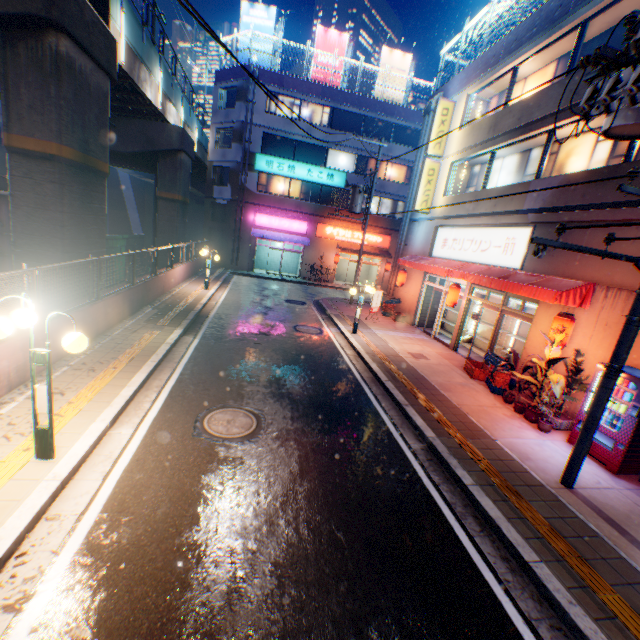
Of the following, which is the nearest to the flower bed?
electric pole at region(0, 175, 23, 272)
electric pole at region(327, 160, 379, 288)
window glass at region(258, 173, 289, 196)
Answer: electric pole at region(327, 160, 379, 288)

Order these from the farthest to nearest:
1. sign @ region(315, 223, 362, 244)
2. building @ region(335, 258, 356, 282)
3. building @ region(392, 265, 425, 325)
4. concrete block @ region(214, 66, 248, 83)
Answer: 1. building @ region(335, 258, 356, 282)
2. sign @ region(315, 223, 362, 244)
3. concrete block @ region(214, 66, 248, 83)
4. building @ region(392, 265, 425, 325)

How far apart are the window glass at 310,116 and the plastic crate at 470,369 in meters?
24.0

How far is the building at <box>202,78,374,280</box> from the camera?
26.0 meters

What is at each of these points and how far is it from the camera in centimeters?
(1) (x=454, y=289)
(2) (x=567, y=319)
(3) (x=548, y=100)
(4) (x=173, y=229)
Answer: (1) street lamp, 1307cm
(2) street lamp, 825cm
(3) building, 1041cm
(4) overpass support, 2267cm

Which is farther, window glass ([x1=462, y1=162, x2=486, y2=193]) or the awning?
window glass ([x1=462, y1=162, x2=486, y2=193])

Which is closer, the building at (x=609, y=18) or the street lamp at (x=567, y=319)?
the street lamp at (x=567, y=319)

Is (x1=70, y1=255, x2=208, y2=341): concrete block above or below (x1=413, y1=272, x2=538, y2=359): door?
below
